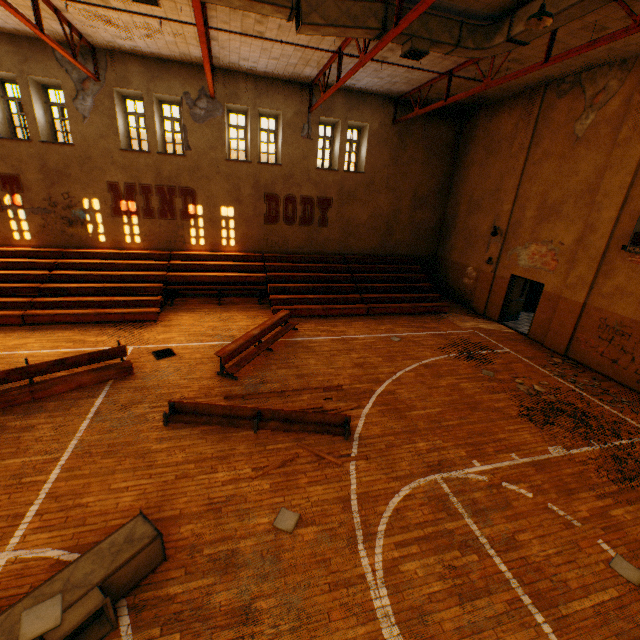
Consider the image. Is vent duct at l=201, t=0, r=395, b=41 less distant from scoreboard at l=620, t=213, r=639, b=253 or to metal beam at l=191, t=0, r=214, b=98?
metal beam at l=191, t=0, r=214, b=98

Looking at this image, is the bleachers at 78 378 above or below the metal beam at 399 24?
below

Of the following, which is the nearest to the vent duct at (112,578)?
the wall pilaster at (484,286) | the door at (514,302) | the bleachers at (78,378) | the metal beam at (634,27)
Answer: the bleachers at (78,378)

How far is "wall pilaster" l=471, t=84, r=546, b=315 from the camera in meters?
12.2

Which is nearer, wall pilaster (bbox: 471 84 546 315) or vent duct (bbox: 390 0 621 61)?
vent duct (bbox: 390 0 621 61)

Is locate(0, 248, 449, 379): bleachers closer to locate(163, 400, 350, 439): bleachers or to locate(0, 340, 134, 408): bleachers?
locate(0, 340, 134, 408): bleachers

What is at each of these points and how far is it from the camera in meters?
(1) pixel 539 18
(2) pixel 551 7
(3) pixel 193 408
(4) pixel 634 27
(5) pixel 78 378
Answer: (1) lamp, 5.9
(2) vent duct, 6.3
(3) bleachers, 7.0
(4) metal beam, 6.1
(5) bleachers, 7.6

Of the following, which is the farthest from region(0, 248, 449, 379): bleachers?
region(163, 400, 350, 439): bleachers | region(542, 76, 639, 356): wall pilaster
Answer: region(163, 400, 350, 439): bleachers
